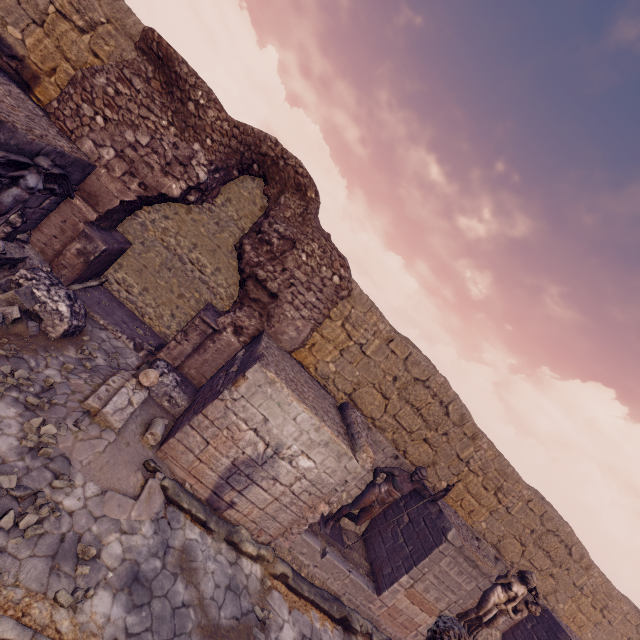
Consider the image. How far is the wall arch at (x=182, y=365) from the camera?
6.4m

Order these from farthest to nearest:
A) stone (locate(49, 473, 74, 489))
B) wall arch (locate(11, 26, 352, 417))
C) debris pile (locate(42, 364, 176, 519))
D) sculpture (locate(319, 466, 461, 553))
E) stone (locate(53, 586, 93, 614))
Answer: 1. sculpture (locate(319, 466, 461, 553))
2. wall arch (locate(11, 26, 352, 417))
3. debris pile (locate(42, 364, 176, 519))
4. stone (locate(49, 473, 74, 489))
5. stone (locate(53, 586, 93, 614))

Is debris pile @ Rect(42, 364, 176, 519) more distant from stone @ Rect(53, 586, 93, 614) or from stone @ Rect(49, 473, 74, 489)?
stone @ Rect(53, 586, 93, 614)

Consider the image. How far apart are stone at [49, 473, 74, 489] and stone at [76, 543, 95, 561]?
0.77m

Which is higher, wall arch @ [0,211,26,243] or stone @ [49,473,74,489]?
wall arch @ [0,211,26,243]

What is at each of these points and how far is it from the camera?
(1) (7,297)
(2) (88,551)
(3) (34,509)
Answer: (1) debris pile, 5.3 meters
(2) stone, 3.8 meters
(3) stone, 3.8 meters

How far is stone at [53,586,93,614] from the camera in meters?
3.3

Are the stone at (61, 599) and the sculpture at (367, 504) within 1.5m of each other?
no
